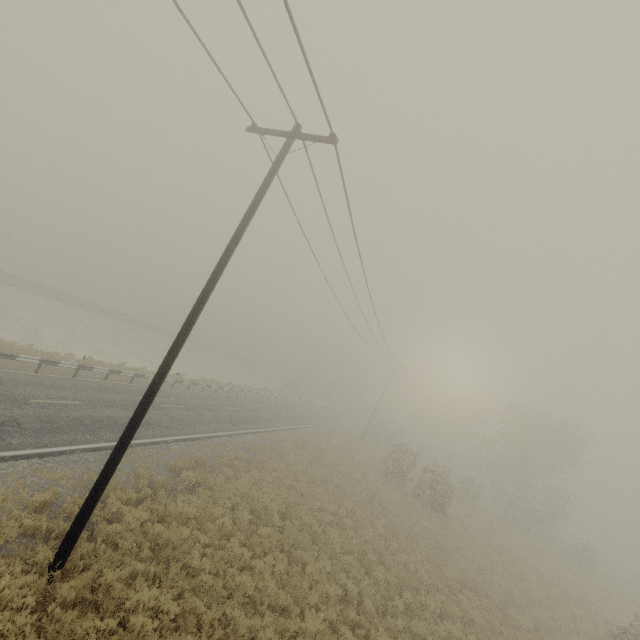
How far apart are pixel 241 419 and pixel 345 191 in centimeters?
2149cm

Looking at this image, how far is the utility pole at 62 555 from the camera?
7.13m

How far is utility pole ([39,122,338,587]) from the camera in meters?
7.1 m
